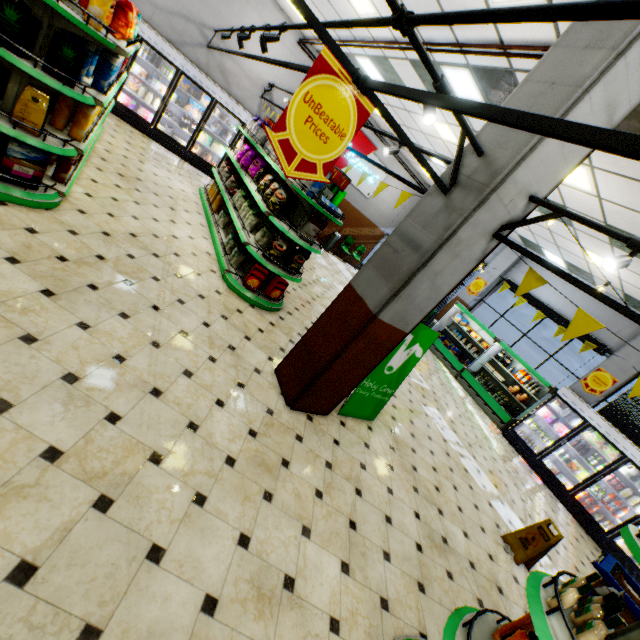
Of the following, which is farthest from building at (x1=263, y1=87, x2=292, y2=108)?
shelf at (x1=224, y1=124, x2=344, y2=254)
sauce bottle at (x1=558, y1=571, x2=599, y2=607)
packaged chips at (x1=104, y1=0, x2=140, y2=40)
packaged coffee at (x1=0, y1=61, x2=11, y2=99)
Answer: packaged chips at (x1=104, y1=0, x2=140, y2=40)

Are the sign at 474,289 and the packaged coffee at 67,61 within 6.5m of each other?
no

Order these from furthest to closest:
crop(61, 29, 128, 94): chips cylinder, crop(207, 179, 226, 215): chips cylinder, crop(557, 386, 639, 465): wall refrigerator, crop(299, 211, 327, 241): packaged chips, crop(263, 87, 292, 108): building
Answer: crop(263, 87, 292, 108): building → crop(557, 386, 639, 465): wall refrigerator → crop(207, 179, 226, 215): chips cylinder → crop(299, 211, 327, 241): packaged chips → crop(61, 29, 128, 94): chips cylinder

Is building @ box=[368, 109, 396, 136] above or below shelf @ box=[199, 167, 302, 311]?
above

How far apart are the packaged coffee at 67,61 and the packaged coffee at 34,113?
0.3 meters

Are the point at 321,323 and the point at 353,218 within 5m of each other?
no

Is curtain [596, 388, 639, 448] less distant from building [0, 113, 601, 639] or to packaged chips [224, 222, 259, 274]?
building [0, 113, 601, 639]

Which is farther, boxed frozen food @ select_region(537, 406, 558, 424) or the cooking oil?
boxed frozen food @ select_region(537, 406, 558, 424)
